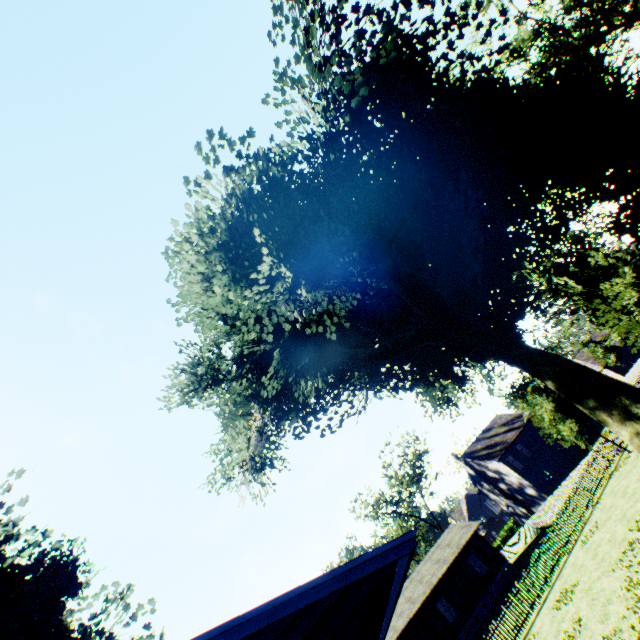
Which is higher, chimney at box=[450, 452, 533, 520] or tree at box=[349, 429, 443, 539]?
tree at box=[349, 429, 443, 539]

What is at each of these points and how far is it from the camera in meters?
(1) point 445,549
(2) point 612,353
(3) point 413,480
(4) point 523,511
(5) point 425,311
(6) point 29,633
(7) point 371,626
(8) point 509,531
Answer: (1) flat, 33.4
(2) tree, 48.0
(3) tree, 54.6
(4) chimney, 43.3
(5) plant, 21.1
(6) plant, 12.8
(7) house, 7.5
(8) hedge, 53.3

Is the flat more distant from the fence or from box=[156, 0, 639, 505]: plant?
box=[156, 0, 639, 505]: plant

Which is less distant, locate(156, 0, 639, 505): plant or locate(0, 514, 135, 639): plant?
locate(0, 514, 135, 639): plant

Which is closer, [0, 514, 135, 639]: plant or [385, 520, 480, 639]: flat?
[0, 514, 135, 639]: plant

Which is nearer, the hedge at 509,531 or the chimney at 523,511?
the chimney at 523,511

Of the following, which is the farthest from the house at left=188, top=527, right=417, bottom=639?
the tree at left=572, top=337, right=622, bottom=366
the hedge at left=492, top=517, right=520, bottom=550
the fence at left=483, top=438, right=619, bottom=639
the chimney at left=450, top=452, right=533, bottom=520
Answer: the hedge at left=492, top=517, right=520, bottom=550

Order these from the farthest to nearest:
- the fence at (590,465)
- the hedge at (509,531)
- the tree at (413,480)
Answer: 1. the hedge at (509,531)
2. the tree at (413,480)
3. the fence at (590,465)
